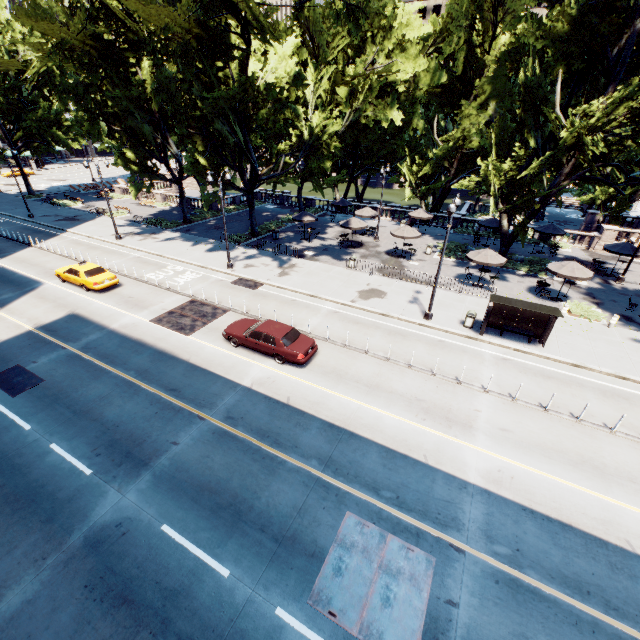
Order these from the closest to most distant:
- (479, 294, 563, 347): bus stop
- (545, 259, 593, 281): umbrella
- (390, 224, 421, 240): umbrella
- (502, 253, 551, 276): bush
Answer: (479, 294, 563, 347): bus stop, (545, 259, 593, 281): umbrella, (502, 253, 551, 276): bush, (390, 224, 421, 240): umbrella

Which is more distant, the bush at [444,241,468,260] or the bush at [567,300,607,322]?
the bush at [444,241,468,260]

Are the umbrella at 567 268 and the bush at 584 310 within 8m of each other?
yes

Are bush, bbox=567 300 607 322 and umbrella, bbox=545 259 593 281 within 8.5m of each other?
yes

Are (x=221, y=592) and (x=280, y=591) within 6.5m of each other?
yes

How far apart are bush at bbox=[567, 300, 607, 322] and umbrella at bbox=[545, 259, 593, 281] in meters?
1.6

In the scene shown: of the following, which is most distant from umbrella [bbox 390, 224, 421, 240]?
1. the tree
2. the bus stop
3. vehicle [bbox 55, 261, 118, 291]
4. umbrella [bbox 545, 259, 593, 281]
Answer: vehicle [bbox 55, 261, 118, 291]

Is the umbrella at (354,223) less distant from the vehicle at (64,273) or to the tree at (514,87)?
the tree at (514,87)
